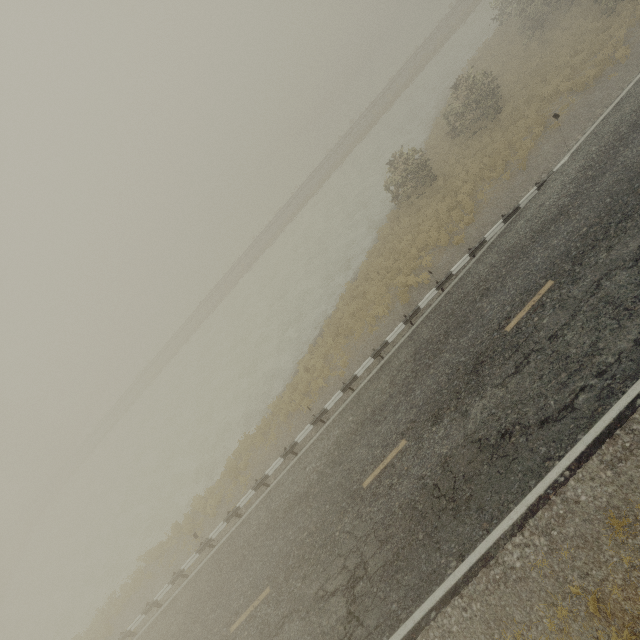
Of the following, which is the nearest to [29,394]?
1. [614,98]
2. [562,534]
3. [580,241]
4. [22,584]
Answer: [22,584]
